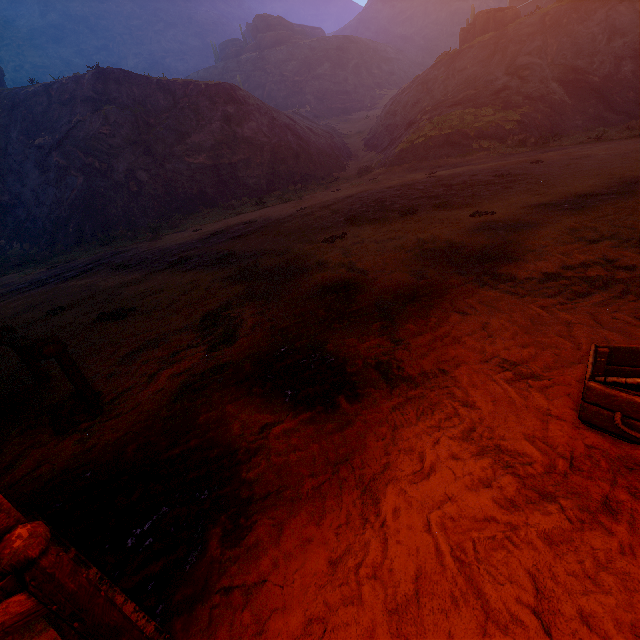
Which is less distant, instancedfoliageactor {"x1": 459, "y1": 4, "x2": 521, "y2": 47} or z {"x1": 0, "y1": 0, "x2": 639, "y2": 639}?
z {"x1": 0, "y1": 0, "x2": 639, "y2": 639}

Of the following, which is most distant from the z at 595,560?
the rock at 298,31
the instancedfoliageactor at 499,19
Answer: the instancedfoliageactor at 499,19

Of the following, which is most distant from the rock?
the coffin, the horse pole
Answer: the horse pole

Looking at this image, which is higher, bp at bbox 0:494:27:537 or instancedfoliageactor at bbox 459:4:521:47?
instancedfoliageactor at bbox 459:4:521:47

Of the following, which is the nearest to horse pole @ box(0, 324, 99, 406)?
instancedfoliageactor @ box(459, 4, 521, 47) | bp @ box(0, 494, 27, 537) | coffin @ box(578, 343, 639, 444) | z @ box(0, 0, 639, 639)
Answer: z @ box(0, 0, 639, 639)

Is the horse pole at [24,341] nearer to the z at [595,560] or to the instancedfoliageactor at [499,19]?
the z at [595,560]

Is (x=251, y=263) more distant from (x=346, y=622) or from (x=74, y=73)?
(x=74, y=73)

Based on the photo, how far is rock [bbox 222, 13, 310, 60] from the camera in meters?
55.0 m
